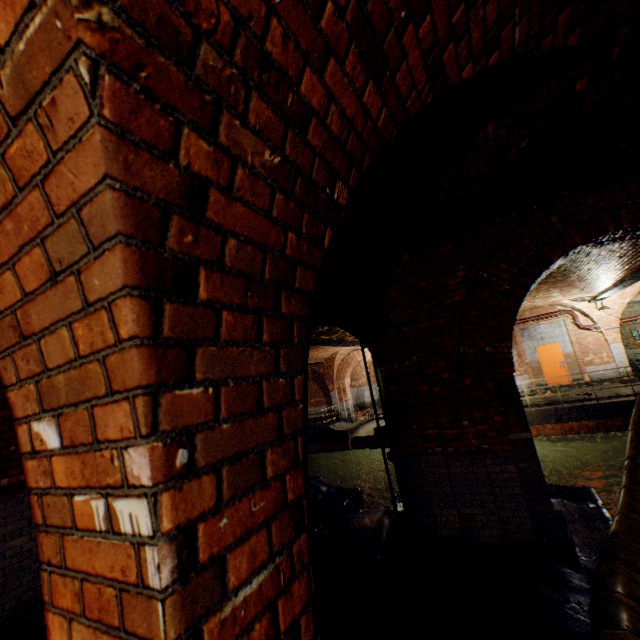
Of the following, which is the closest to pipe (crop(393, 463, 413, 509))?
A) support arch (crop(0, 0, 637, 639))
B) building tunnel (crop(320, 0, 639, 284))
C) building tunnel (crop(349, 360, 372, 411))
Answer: building tunnel (crop(320, 0, 639, 284))

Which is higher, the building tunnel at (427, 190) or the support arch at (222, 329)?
the building tunnel at (427, 190)

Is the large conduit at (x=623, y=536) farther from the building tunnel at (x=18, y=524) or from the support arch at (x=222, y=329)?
the support arch at (x=222, y=329)

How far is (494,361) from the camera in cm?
461

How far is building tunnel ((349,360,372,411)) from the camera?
26.59m

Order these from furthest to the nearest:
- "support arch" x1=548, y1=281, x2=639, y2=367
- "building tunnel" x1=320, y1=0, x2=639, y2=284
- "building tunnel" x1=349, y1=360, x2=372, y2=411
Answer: "building tunnel" x1=349, y1=360, x2=372, y2=411 < "support arch" x1=548, y1=281, x2=639, y2=367 < "building tunnel" x1=320, y1=0, x2=639, y2=284

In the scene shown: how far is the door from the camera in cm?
1614

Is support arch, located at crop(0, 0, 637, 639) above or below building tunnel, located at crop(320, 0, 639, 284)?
below
